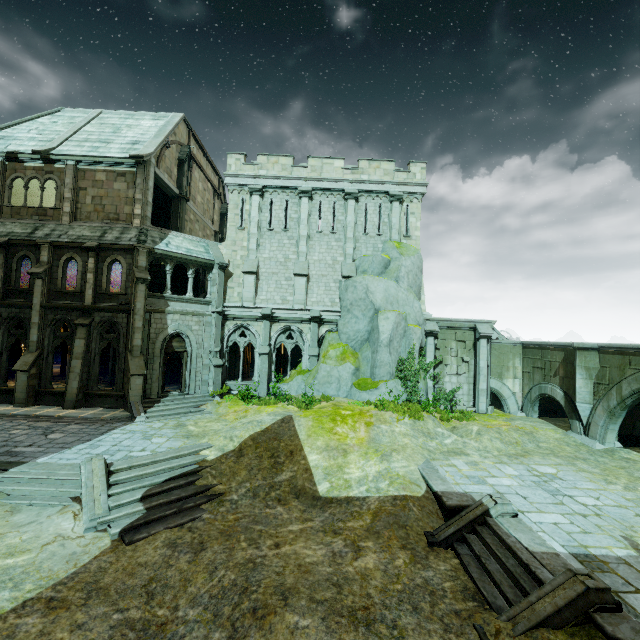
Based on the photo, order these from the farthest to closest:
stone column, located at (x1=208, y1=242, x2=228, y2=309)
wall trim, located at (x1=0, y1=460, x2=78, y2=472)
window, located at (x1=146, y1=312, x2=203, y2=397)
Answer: stone column, located at (x1=208, y1=242, x2=228, y2=309) → window, located at (x1=146, y1=312, x2=203, y2=397) → wall trim, located at (x1=0, y1=460, x2=78, y2=472)

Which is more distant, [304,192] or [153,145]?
[304,192]

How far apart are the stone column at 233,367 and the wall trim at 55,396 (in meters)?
8.64

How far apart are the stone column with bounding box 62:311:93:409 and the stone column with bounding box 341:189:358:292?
14.42m

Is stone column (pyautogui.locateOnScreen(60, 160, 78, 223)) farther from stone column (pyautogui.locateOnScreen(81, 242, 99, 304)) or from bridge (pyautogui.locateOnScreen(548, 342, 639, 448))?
bridge (pyautogui.locateOnScreen(548, 342, 639, 448))

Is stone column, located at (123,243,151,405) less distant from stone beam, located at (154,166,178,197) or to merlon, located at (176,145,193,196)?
stone beam, located at (154,166,178,197)

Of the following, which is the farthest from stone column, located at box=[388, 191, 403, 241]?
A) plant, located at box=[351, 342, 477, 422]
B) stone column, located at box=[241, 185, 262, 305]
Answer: stone column, located at box=[241, 185, 262, 305]

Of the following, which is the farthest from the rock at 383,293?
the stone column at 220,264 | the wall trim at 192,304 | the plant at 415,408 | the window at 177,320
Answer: the wall trim at 192,304
